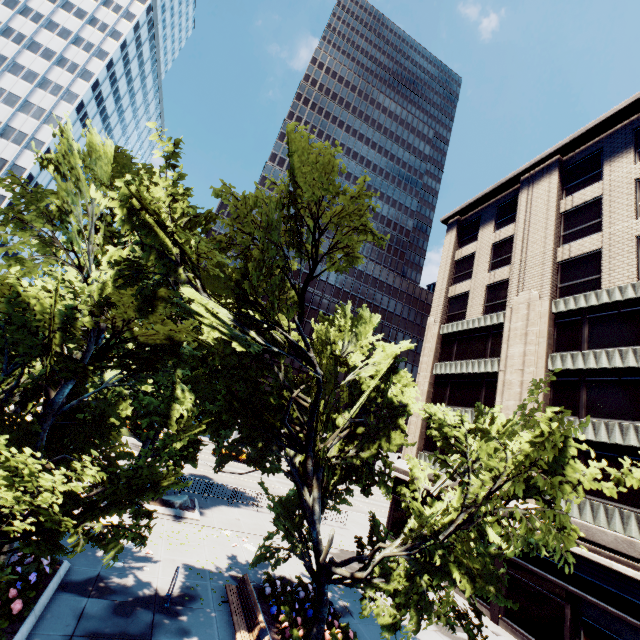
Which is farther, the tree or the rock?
the rock

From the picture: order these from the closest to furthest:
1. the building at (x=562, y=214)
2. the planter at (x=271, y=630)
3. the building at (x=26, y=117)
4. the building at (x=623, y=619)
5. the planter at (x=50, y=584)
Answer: the planter at (x=50, y=584) → the planter at (x=271, y=630) → the building at (x=623, y=619) → the building at (x=562, y=214) → the building at (x=26, y=117)

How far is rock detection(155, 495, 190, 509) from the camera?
18.4 meters

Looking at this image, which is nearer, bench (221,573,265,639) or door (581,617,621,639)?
bench (221,573,265,639)

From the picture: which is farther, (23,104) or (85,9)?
(85,9)

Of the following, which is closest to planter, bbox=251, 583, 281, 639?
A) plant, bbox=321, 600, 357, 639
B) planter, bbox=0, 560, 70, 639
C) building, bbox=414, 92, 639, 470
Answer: plant, bbox=321, 600, 357, 639

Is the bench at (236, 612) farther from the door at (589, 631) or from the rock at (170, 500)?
the door at (589, 631)

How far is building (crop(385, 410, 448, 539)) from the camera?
25.23m
